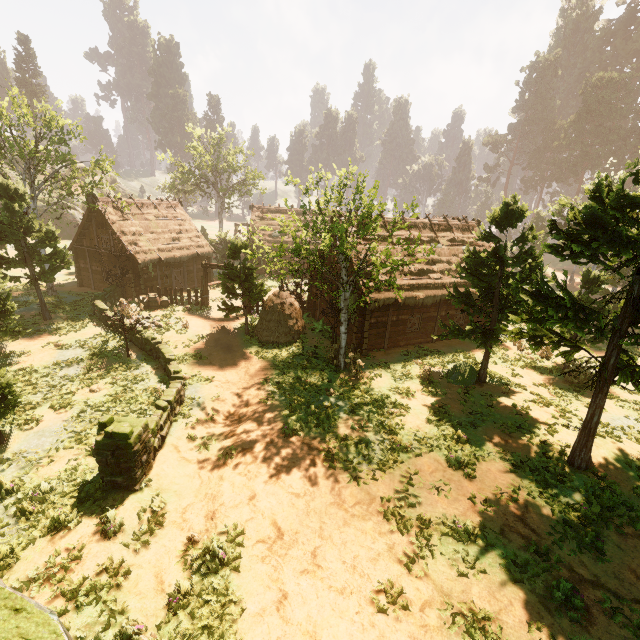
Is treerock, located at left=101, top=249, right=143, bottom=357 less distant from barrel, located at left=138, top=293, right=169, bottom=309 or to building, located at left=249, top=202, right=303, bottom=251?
building, located at left=249, top=202, right=303, bottom=251

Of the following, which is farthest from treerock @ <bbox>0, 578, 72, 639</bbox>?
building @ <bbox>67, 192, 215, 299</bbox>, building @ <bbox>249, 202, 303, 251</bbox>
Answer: building @ <bbox>67, 192, 215, 299</bbox>

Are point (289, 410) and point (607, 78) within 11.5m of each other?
no

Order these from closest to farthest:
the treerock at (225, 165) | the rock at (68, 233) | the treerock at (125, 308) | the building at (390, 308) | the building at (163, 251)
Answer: the treerock at (225, 165) → the treerock at (125, 308) → the building at (390, 308) → the building at (163, 251) → the rock at (68, 233)

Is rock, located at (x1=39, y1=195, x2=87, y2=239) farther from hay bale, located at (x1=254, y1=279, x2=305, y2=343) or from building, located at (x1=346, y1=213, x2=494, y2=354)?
hay bale, located at (x1=254, y1=279, x2=305, y2=343)

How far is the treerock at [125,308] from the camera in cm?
1695

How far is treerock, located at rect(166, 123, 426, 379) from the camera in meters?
13.0 m

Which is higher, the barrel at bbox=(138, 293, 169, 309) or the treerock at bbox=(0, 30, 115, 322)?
the treerock at bbox=(0, 30, 115, 322)
